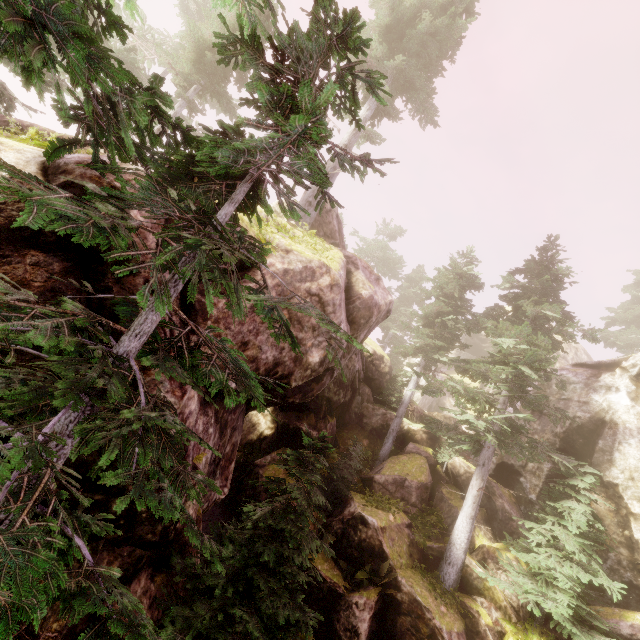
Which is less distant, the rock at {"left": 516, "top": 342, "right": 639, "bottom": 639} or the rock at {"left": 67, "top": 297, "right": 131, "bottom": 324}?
the rock at {"left": 67, "top": 297, "right": 131, "bottom": 324}

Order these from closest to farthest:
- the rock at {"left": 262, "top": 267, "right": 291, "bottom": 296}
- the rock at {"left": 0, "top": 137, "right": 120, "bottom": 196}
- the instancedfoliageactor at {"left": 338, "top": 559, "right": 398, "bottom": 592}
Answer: the rock at {"left": 0, "top": 137, "right": 120, "bottom": 196} < the rock at {"left": 262, "top": 267, "right": 291, "bottom": 296} < the instancedfoliageactor at {"left": 338, "top": 559, "right": 398, "bottom": 592}

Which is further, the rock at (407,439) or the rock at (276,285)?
the rock at (407,439)

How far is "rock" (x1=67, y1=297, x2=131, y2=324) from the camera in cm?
468

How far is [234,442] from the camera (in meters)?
9.12

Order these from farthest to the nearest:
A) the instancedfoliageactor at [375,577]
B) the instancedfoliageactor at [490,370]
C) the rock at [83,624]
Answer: the instancedfoliageactor at [375,577] < the rock at [83,624] < the instancedfoliageactor at [490,370]
